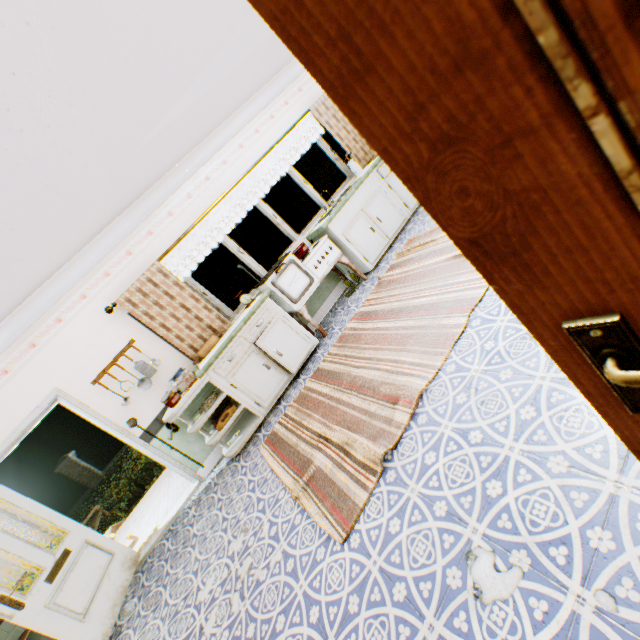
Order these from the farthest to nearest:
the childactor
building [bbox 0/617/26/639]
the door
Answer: building [bbox 0/617/26/639] → the door → the childactor

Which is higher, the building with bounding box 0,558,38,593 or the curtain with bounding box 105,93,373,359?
the curtain with bounding box 105,93,373,359

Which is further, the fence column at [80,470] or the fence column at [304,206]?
the fence column at [304,206]

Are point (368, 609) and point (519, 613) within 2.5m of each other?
yes

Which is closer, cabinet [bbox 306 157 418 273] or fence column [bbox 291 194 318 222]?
cabinet [bbox 306 157 418 273]

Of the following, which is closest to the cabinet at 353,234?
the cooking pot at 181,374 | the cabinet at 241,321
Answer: the cabinet at 241,321

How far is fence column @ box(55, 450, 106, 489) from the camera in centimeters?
1535cm

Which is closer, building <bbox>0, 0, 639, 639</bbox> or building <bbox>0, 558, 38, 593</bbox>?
building <bbox>0, 0, 639, 639</bbox>
